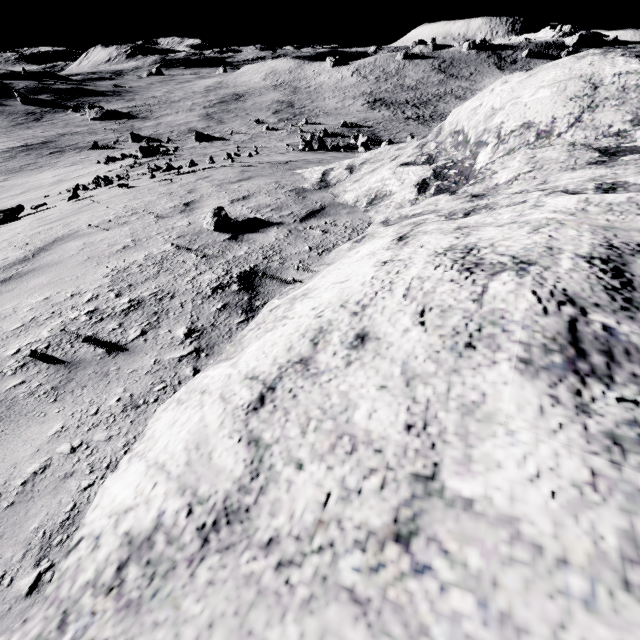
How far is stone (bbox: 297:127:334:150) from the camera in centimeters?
2953cm

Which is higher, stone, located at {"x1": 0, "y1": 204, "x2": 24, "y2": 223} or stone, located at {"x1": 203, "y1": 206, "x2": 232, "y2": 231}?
stone, located at {"x1": 203, "y1": 206, "x2": 232, "y2": 231}

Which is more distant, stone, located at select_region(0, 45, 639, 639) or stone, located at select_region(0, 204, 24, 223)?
stone, located at select_region(0, 204, 24, 223)

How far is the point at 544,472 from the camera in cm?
89

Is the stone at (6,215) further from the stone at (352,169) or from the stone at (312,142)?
the stone at (312,142)

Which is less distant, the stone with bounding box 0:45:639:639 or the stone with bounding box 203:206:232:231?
the stone with bounding box 0:45:639:639

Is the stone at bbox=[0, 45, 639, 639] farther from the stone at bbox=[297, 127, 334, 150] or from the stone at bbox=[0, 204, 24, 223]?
the stone at bbox=[297, 127, 334, 150]

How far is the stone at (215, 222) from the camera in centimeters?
422cm
